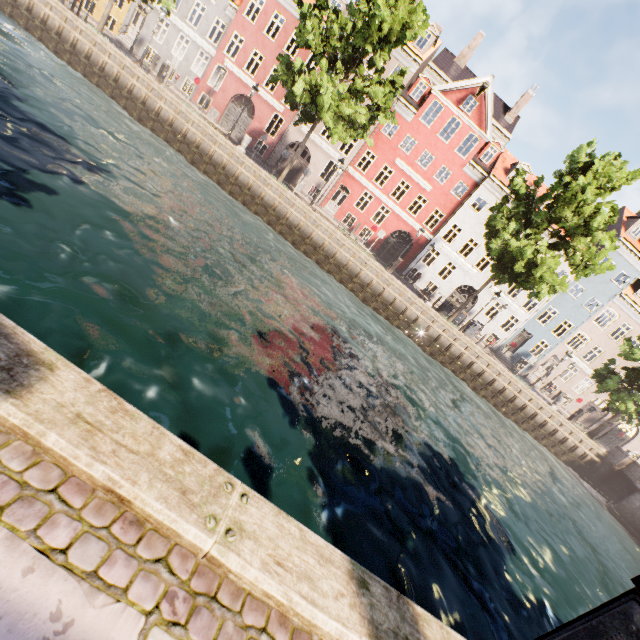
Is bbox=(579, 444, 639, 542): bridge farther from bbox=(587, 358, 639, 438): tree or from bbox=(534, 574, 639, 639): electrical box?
bbox=(534, 574, 639, 639): electrical box

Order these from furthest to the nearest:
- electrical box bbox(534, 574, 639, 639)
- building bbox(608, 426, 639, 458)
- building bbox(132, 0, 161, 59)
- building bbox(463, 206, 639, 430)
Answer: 1. building bbox(608, 426, 639, 458)
2. building bbox(463, 206, 639, 430)
3. building bbox(132, 0, 161, 59)
4. electrical box bbox(534, 574, 639, 639)

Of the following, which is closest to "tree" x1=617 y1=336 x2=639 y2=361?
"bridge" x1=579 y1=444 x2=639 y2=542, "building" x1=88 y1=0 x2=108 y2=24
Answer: "bridge" x1=579 y1=444 x2=639 y2=542

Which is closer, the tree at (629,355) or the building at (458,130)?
the tree at (629,355)

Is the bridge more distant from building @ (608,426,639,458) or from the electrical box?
the electrical box

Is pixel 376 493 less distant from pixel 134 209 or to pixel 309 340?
pixel 309 340

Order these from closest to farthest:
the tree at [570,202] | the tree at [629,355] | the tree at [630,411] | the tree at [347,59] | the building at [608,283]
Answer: the tree at [347,59]
the tree at [570,202]
the tree at [630,411]
the tree at [629,355]
the building at [608,283]

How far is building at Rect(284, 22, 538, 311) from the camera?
26.4 meters
